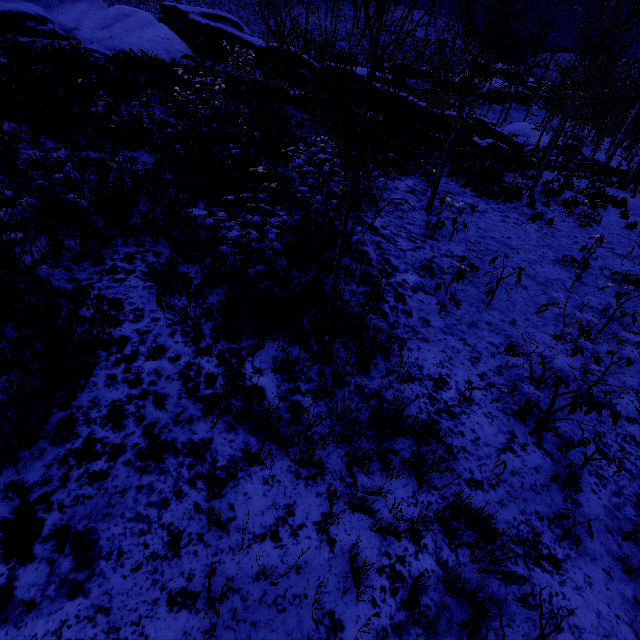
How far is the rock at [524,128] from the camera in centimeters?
1948cm

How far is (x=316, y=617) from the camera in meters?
2.5 m

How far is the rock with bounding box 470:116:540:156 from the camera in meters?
19.5
